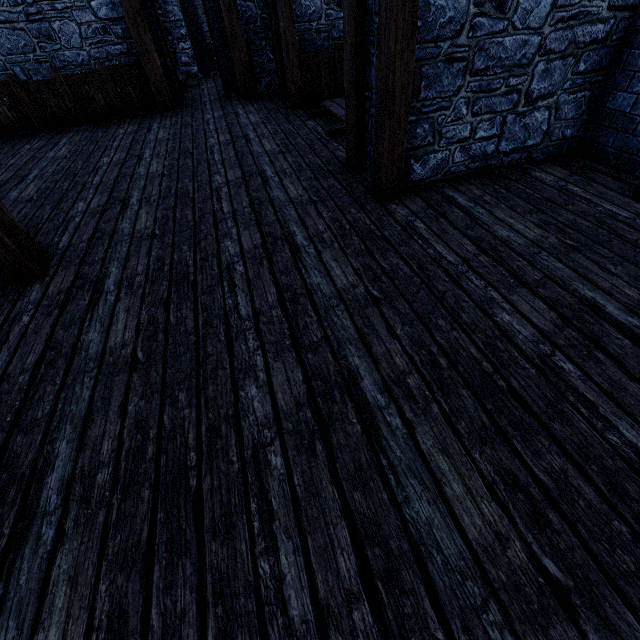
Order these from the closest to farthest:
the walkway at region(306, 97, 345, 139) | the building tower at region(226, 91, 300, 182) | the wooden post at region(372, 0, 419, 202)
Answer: the wooden post at region(372, 0, 419, 202)
the building tower at region(226, 91, 300, 182)
the walkway at region(306, 97, 345, 139)

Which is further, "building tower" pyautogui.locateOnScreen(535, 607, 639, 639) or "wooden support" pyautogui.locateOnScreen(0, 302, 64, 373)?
"wooden support" pyautogui.locateOnScreen(0, 302, 64, 373)

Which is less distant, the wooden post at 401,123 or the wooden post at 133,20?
the wooden post at 401,123

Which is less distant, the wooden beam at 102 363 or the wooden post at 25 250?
the wooden beam at 102 363

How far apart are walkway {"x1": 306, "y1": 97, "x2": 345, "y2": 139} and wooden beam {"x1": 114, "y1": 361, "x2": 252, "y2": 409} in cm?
428

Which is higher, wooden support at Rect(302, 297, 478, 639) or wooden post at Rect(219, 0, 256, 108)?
wooden post at Rect(219, 0, 256, 108)

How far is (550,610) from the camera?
1.35m
